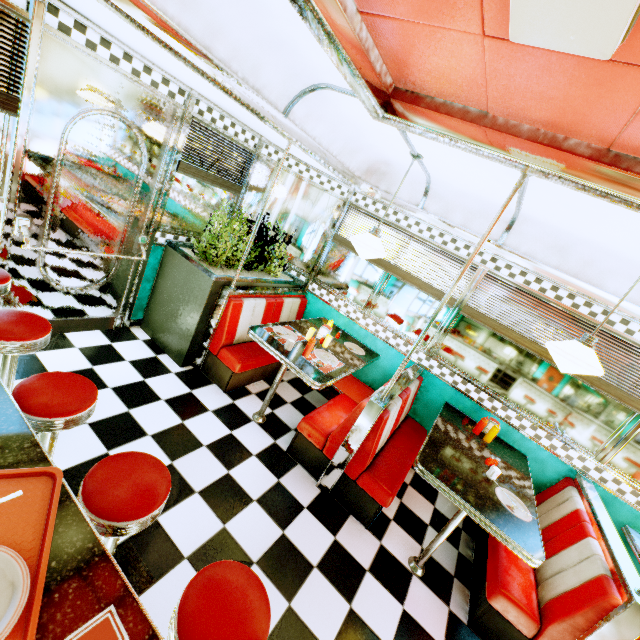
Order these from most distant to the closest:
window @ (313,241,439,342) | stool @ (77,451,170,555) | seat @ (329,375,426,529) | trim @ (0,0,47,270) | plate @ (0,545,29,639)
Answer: window @ (313,241,439,342)
seat @ (329,375,426,529)
trim @ (0,0,47,270)
stool @ (77,451,170,555)
plate @ (0,545,29,639)

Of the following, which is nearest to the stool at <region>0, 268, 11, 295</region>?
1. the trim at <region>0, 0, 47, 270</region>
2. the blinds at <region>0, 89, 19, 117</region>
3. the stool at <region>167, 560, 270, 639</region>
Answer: the trim at <region>0, 0, 47, 270</region>

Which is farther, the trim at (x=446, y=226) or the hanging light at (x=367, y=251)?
the trim at (x=446, y=226)

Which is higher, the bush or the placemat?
the bush

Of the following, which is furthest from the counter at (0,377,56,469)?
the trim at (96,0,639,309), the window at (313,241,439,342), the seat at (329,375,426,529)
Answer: the window at (313,241,439,342)

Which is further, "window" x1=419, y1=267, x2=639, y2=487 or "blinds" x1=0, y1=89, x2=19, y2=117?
"window" x1=419, y1=267, x2=639, y2=487

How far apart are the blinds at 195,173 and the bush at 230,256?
0.48m

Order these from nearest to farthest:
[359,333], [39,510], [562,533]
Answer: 1. [39,510]
2. [562,533]
3. [359,333]
